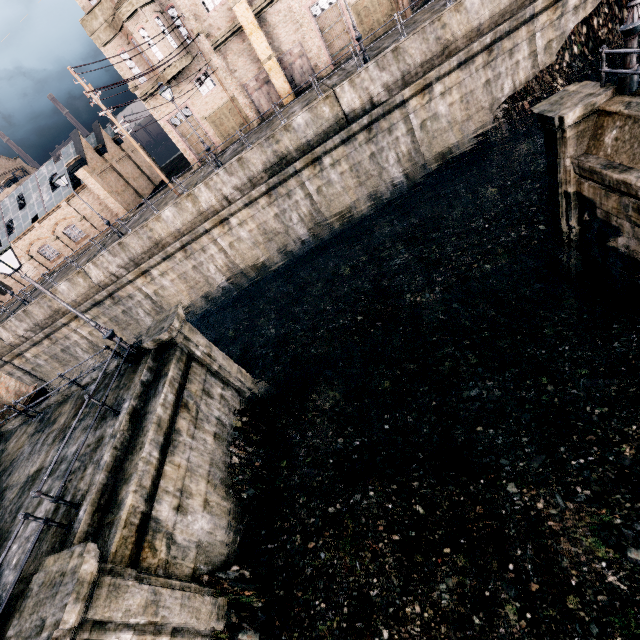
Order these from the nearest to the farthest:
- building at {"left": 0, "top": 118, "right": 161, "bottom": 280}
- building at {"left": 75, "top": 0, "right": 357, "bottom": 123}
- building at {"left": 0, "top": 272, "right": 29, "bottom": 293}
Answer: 1. building at {"left": 75, "top": 0, "right": 357, "bottom": 123}
2. building at {"left": 0, "top": 118, "right": 161, "bottom": 280}
3. building at {"left": 0, "top": 272, "right": 29, "bottom": 293}

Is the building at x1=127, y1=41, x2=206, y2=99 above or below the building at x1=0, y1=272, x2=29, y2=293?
above

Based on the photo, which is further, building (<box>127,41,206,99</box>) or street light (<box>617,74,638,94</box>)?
building (<box>127,41,206,99</box>)

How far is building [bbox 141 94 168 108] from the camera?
28.36m

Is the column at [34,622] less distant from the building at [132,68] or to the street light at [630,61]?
the street light at [630,61]

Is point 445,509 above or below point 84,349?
below

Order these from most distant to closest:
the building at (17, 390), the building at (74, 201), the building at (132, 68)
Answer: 1. the building at (74, 201)
2. the building at (132, 68)
3. the building at (17, 390)

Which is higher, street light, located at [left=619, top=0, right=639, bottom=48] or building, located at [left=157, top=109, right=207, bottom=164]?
building, located at [left=157, top=109, right=207, bottom=164]
